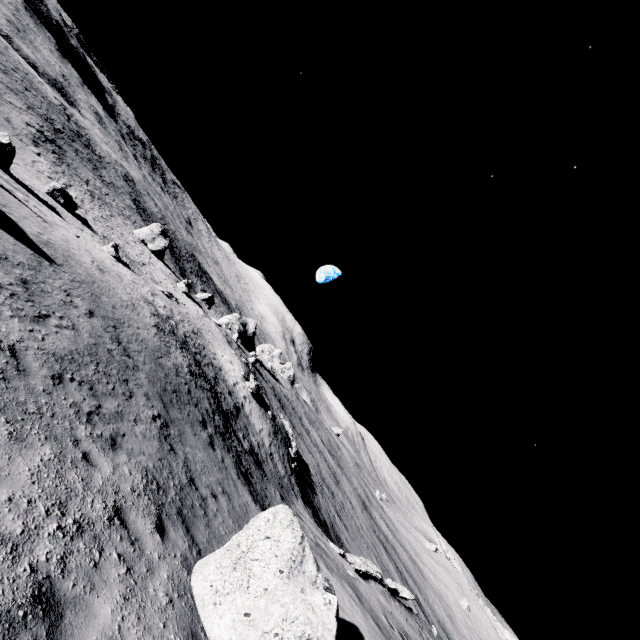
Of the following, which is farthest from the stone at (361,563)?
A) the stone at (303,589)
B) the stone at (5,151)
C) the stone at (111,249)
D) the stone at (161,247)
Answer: the stone at (161,247)

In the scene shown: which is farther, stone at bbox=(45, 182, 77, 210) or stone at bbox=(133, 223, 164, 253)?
stone at bbox=(133, 223, 164, 253)

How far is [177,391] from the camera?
14.98m

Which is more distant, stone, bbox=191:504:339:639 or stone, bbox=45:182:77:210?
stone, bbox=45:182:77:210

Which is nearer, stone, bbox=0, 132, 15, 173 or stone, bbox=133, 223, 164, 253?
stone, bbox=0, 132, 15, 173

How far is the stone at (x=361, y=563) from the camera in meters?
18.5 m

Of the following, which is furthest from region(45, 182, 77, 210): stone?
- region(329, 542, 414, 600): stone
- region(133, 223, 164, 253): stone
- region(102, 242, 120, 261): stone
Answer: region(329, 542, 414, 600): stone

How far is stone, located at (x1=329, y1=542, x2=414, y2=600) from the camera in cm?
1845
